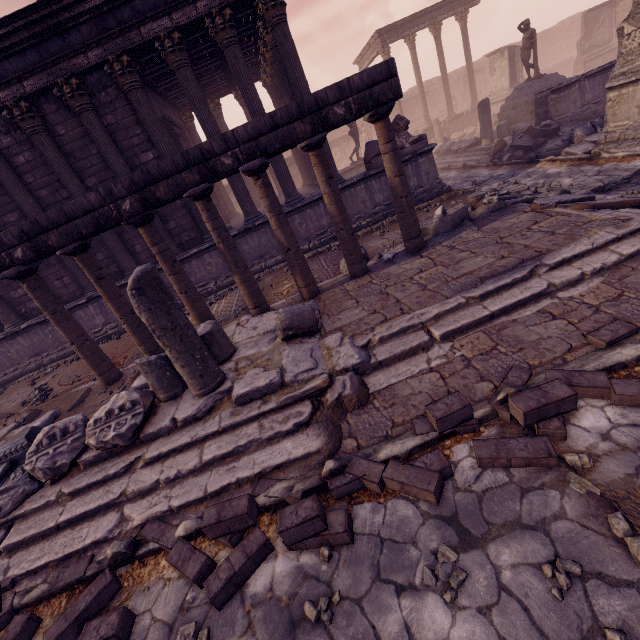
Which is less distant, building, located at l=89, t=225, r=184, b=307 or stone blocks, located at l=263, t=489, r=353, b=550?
stone blocks, located at l=263, t=489, r=353, b=550

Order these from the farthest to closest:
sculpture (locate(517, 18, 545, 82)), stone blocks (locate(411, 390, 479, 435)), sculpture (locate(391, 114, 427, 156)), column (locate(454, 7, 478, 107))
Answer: column (locate(454, 7, 478, 107))
sculpture (locate(517, 18, 545, 82))
sculpture (locate(391, 114, 427, 156))
stone blocks (locate(411, 390, 479, 435))

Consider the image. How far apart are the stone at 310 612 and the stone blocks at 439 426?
0.29m

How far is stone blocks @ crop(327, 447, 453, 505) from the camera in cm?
259

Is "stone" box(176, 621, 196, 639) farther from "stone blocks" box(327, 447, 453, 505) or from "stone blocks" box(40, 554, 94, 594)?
"stone blocks" box(40, 554, 94, 594)

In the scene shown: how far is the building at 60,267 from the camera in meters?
10.0 m

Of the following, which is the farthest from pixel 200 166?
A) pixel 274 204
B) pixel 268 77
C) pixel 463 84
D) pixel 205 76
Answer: pixel 463 84

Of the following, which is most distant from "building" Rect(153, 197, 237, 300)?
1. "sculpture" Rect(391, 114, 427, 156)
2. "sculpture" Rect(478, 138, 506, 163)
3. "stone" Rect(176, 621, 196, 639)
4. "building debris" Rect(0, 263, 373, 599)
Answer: "stone" Rect(176, 621, 196, 639)
